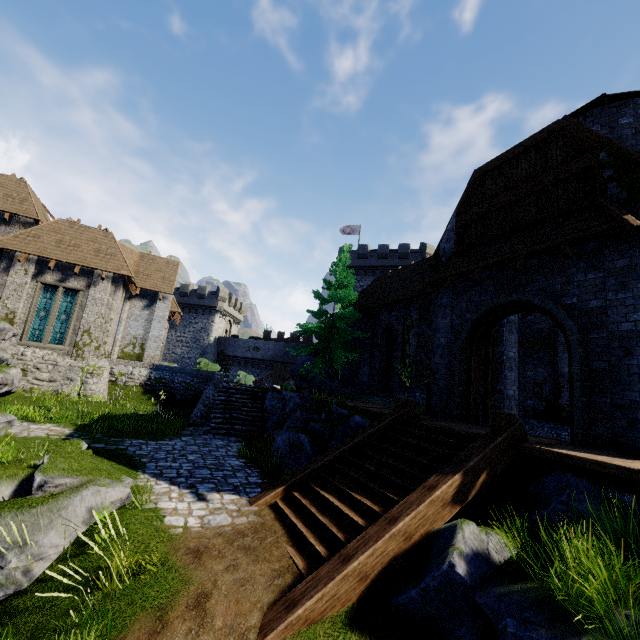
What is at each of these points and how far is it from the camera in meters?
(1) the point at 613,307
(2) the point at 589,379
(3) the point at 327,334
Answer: (1) building, 7.3 m
(2) double door, 7.5 m
(3) tree, 20.8 m

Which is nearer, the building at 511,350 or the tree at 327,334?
the building at 511,350

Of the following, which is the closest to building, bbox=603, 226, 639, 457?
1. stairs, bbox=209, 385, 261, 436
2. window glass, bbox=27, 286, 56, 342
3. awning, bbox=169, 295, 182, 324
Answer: stairs, bbox=209, 385, 261, 436

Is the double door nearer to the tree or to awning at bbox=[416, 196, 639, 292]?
awning at bbox=[416, 196, 639, 292]

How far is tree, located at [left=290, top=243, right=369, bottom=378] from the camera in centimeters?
1881cm

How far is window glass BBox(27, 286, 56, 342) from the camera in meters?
18.5

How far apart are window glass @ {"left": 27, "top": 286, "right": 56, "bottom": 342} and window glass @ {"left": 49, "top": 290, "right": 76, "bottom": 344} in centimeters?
20cm

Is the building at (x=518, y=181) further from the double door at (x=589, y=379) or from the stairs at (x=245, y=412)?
the stairs at (x=245, y=412)
